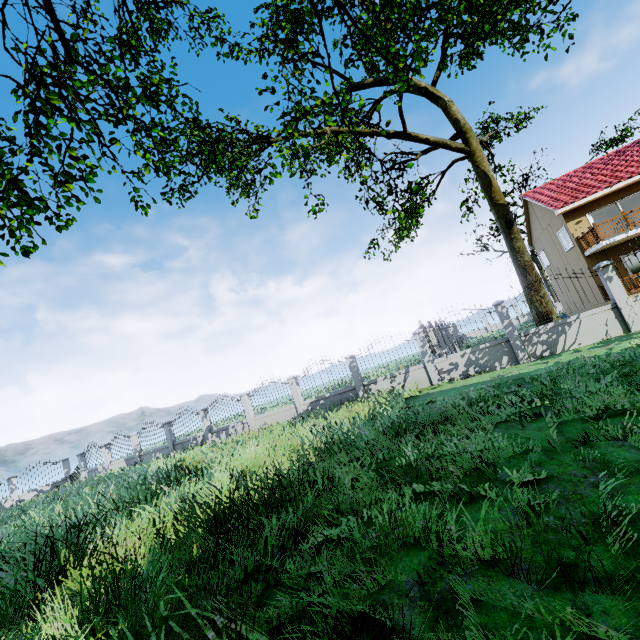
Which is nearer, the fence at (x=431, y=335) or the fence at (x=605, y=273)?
the fence at (x=605, y=273)

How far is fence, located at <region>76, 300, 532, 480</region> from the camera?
11.9 meters

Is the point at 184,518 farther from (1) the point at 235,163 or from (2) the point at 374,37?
(2) the point at 374,37

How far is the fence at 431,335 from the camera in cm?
1193

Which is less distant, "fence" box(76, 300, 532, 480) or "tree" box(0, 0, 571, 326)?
"tree" box(0, 0, 571, 326)

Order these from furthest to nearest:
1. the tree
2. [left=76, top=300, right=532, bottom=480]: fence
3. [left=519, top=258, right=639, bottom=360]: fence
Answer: [left=76, top=300, right=532, bottom=480]: fence < [left=519, top=258, right=639, bottom=360]: fence < the tree

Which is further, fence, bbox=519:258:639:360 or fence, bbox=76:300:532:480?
fence, bbox=76:300:532:480
